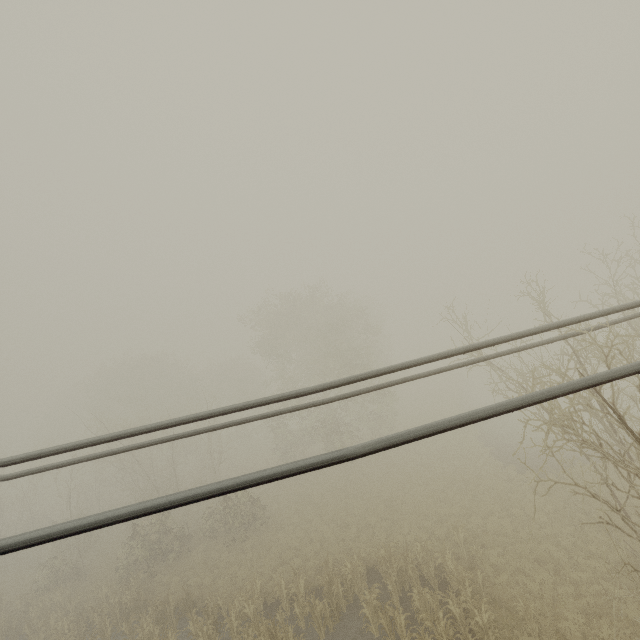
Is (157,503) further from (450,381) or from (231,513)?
(450,381)
